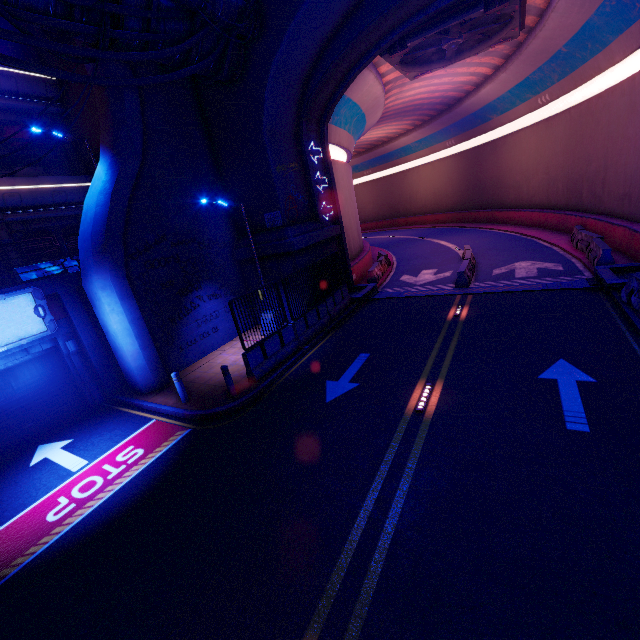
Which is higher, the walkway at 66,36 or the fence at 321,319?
the walkway at 66,36

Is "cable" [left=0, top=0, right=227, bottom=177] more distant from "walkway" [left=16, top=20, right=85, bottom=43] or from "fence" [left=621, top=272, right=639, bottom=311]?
"fence" [left=621, top=272, right=639, bottom=311]

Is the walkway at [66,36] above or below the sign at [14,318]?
above

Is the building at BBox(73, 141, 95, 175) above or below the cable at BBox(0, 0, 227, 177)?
above

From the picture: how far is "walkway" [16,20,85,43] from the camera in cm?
772

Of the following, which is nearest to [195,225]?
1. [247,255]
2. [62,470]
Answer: [247,255]

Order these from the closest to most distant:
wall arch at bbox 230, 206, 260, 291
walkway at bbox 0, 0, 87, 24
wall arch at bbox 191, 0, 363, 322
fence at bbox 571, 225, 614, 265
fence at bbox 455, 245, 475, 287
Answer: walkway at bbox 0, 0, 87, 24
wall arch at bbox 191, 0, 363, 322
fence at bbox 571, 225, 614, 265
wall arch at bbox 230, 206, 260, 291
fence at bbox 455, 245, 475, 287

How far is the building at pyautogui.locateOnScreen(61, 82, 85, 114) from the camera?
14.71m
